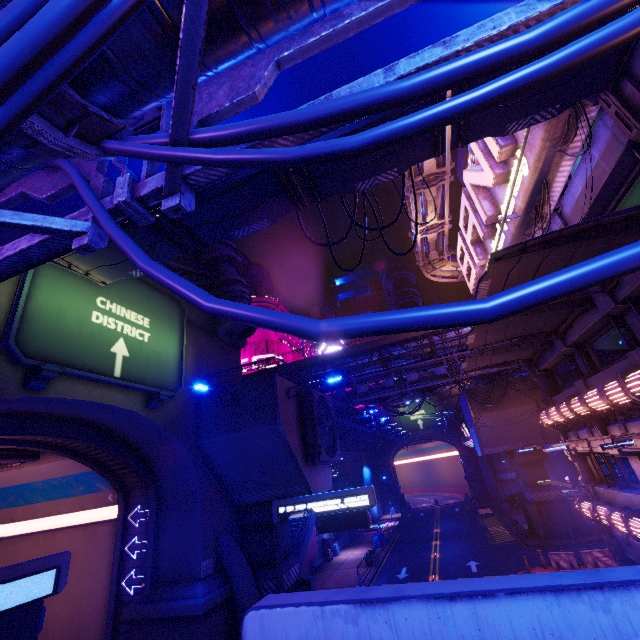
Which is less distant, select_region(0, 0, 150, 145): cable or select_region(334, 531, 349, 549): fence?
select_region(0, 0, 150, 145): cable

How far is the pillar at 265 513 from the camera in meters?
17.0

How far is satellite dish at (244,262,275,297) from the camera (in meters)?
55.31

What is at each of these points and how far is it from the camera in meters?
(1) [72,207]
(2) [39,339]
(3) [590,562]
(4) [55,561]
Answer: (1) sign, 4.8 m
(2) sign, 10.8 m
(3) fence, 20.9 m
(4) sign, 8.3 m

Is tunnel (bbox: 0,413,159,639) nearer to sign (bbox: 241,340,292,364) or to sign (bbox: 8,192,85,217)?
sign (bbox: 8,192,85,217)

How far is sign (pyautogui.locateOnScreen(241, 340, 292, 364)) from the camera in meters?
48.1 m

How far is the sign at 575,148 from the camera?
9.77m

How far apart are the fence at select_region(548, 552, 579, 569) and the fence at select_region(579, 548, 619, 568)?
0.3m
